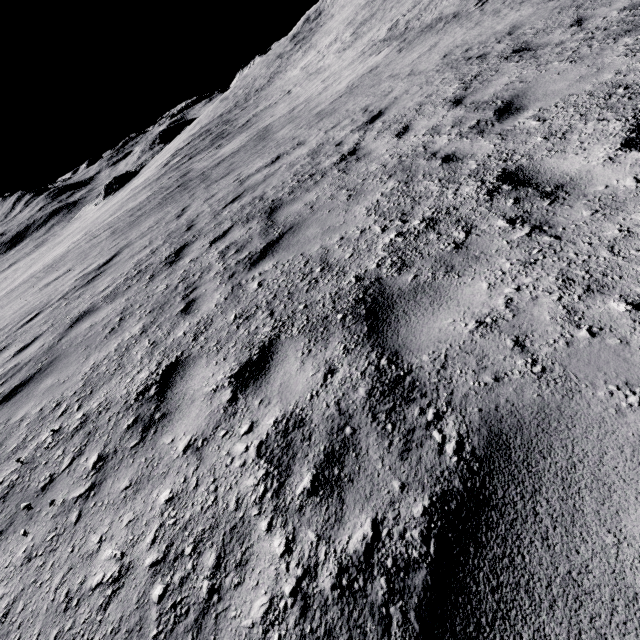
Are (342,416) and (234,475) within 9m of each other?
yes
